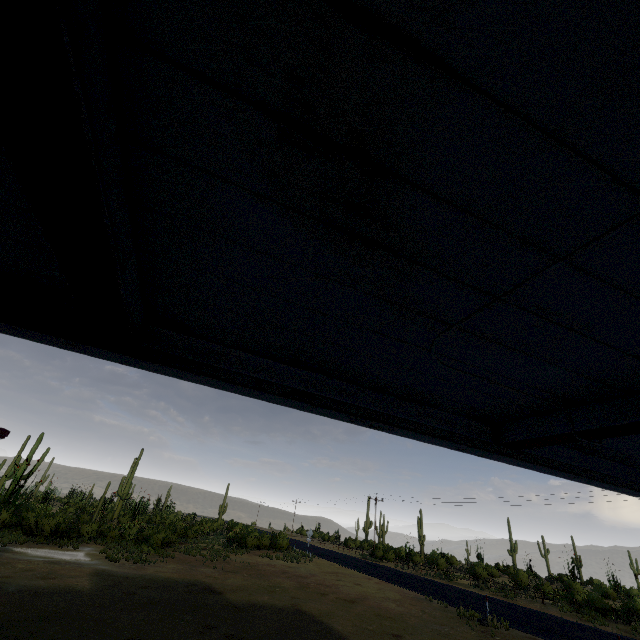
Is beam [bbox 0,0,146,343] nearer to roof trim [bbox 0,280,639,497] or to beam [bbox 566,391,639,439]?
roof trim [bbox 0,280,639,497]

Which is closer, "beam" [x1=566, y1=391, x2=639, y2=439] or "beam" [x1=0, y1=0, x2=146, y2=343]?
"beam" [x1=0, y1=0, x2=146, y2=343]

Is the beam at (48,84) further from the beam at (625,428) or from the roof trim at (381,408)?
the beam at (625,428)

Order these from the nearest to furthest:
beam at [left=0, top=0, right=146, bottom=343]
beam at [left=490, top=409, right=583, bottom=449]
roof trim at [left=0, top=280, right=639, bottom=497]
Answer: beam at [left=0, top=0, right=146, bottom=343] < roof trim at [left=0, top=280, right=639, bottom=497] < beam at [left=490, top=409, right=583, bottom=449]

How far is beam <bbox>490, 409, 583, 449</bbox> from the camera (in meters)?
2.71

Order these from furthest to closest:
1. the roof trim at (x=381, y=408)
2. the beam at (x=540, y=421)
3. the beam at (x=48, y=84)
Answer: the beam at (x=540, y=421) < the roof trim at (x=381, y=408) < the beam at (x=48, y=84)

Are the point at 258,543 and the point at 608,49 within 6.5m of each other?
no
